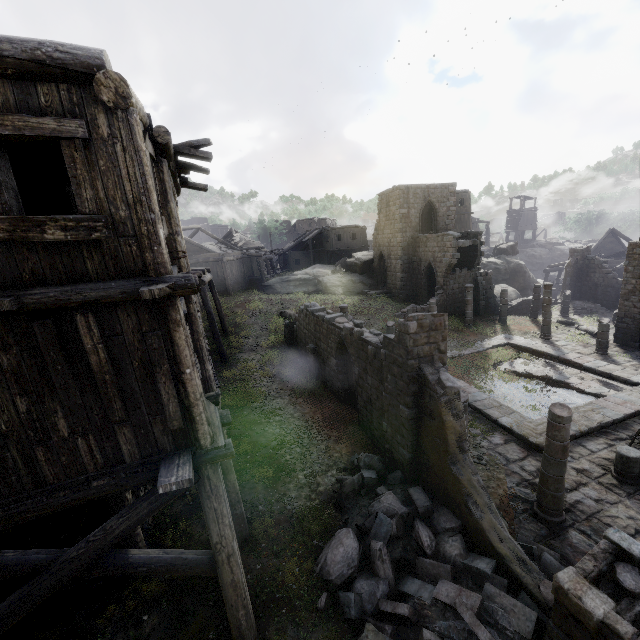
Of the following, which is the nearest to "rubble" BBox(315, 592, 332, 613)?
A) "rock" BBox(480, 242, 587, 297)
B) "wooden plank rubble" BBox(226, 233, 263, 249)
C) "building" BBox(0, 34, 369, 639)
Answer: "building" BBox(0, 34, 369, 639)

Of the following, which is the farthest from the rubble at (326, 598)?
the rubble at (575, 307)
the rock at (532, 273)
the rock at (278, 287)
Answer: the rock at (532, 273)

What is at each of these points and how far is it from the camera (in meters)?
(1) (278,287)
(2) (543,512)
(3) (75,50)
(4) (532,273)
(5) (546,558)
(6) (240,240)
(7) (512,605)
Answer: (1) rock, 34.84
(2) building, 8.90
(3) building, 3.94
(4) rock, 51.19
(5) rubble, 7.23
(6) wooden plank rubble, 42.84
(7) rubble, 6.00

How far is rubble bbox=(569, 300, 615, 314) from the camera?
28.2m

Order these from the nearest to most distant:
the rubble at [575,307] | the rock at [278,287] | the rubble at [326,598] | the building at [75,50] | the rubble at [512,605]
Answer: the building at [75,50], the rubble at [512,605], the rubble at [326,598], the rubble at [575,307], the rock at [278,287]

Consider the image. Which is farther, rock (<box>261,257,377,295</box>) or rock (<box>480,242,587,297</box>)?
rock (<box>480,242,587,297</box>)

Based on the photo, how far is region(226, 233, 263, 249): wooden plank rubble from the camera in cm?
4144

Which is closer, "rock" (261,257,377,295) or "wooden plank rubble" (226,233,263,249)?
"rock" (261,257,377,295)
